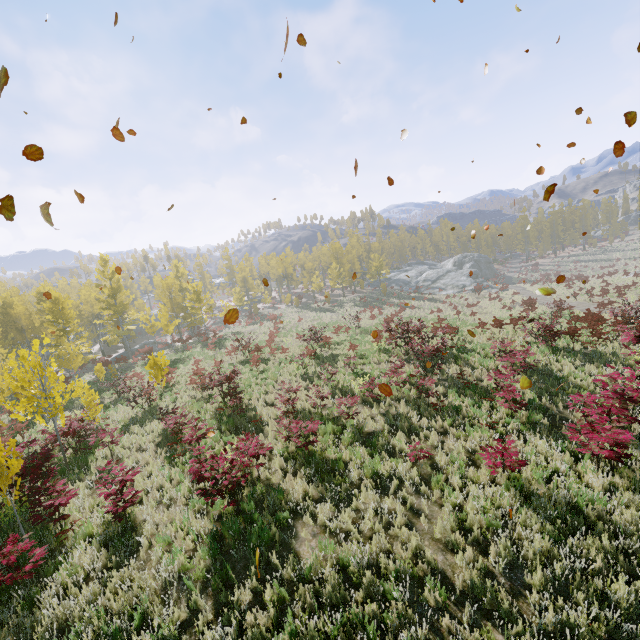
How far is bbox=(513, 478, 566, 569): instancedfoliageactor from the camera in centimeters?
558cm

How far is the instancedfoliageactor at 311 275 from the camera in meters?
52.2 m

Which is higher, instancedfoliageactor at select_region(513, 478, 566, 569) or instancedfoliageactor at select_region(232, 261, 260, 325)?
instancedfoliageactor at select_region(232, 261, 260, 325)

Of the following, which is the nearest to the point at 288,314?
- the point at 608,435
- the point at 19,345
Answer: the point at 19,345

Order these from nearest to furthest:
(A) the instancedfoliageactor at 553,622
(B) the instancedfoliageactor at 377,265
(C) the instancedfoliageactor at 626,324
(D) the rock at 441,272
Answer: (A) the instancedfoliageactor at 553,622
(C) the instancedfoliageactor at 626,324
(D) the rock at 441,272
(B) the instancedfoliageactor at 377,265

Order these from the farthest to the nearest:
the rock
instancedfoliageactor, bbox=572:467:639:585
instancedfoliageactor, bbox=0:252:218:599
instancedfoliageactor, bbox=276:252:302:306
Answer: instancedfoliageactor, bbox=276:252:302:306 → the rock → instancedfoliageactor, bbox=0:252:218:599 → instancedfoliageactor, bbox=572:467:639:585
